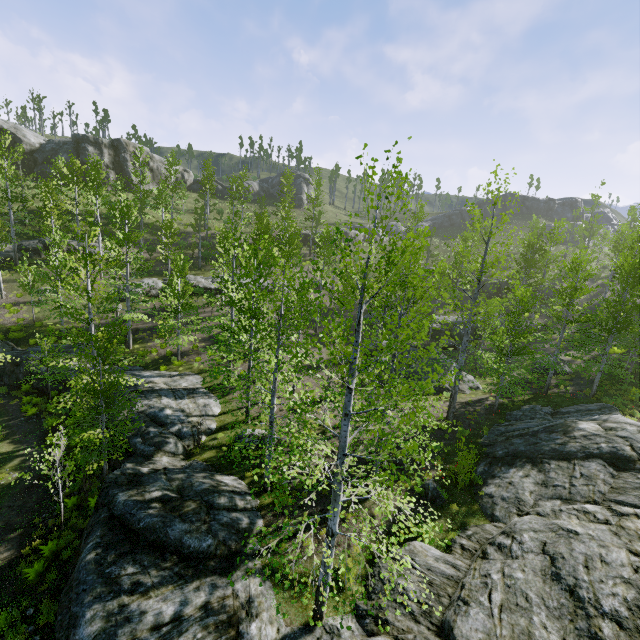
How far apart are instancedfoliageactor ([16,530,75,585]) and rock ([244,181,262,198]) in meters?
55.6

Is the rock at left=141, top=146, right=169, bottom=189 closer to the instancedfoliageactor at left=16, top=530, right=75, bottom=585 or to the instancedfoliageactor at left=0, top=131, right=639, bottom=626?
the instancedfoliageactor at left=0, top=131, right=639, bottom=626

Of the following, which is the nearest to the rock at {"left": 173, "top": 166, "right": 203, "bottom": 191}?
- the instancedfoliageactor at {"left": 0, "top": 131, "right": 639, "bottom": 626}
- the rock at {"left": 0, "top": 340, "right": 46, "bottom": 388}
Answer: the instancedfoliageactor at {"left": 0, "top": 131, "right": 639, "bottom": 626}

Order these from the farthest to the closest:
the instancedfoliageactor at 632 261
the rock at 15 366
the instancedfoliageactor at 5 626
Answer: the rock at 15 366 → the instancedfoliageactor at 5 626 → the instancedfoliageactor at 632 261

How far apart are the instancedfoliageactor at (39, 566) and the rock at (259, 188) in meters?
55.6 m

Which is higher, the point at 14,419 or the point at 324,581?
the point at 324,581

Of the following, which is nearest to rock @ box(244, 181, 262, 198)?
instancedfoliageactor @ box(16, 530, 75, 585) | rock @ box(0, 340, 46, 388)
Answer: rock @ box(0, 340, 46, 388)

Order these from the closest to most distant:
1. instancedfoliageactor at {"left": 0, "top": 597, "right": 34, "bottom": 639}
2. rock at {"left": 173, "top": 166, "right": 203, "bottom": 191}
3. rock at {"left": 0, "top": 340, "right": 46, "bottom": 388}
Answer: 1. instancedfoliageactor at {"left": 0, "top": 597, "right": 34, "bottom": 639}
2. rock at {"left": 0, "top": 340, "right": 46, "bottom": 388}
3. rock at {"left": 173, "top": 166, "right": 203, "bottom": 191}
